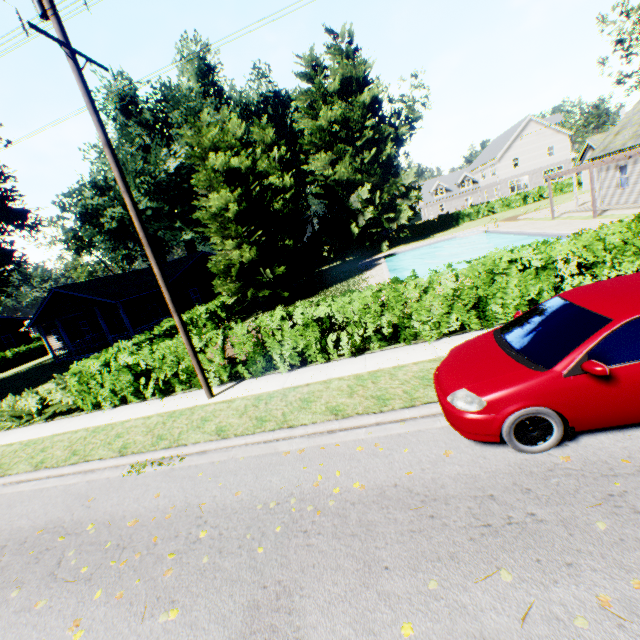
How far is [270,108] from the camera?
57.1 meters

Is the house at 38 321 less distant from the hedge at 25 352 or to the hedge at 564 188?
the hedge at 25 352

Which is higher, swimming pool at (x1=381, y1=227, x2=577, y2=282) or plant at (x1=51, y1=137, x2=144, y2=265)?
plant at (x1=51, y1=137, x2=144, y2=265)

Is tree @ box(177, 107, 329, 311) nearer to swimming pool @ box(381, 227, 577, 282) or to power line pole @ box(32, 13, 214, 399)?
swimming pool @ box(381, 227, 577, 282)

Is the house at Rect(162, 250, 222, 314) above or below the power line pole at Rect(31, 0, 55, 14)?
below

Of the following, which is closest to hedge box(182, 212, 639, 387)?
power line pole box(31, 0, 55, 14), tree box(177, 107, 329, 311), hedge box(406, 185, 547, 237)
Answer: tree box(177, 107, 329, 311)

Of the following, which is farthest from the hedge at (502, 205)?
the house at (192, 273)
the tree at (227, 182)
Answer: the house at (192, 273)
